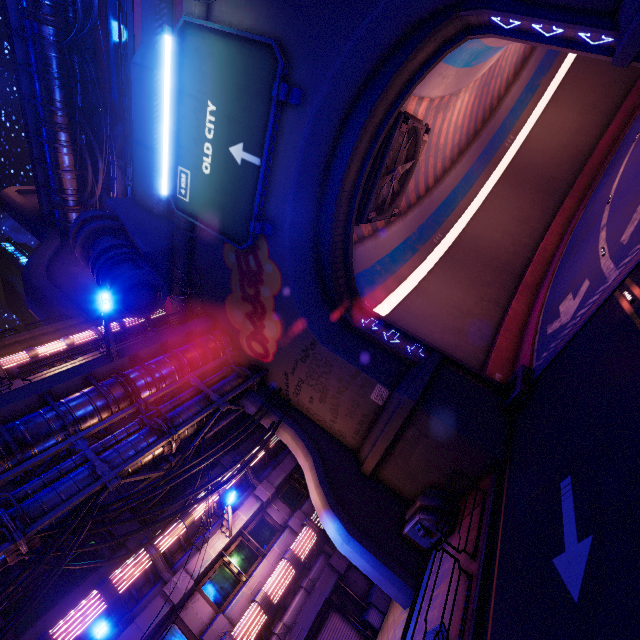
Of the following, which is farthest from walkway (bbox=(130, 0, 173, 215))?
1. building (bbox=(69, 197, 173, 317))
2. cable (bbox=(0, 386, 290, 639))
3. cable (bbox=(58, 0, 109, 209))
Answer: cable (bbox=(58, 0, 109, 209))

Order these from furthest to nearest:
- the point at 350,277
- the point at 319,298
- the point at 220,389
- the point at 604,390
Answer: the point at 350,277 < the point at 319,298 < the point at 220,389 < the point at 604,390

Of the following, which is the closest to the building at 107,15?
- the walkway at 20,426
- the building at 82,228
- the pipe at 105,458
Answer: the building at 82,228

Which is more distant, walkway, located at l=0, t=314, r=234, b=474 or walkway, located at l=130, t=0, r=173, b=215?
walkway, located at l=130, t=0, r=173, b=215

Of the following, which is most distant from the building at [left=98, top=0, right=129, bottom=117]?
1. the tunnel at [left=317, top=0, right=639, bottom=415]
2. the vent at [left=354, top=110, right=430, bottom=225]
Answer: the vent at [left=354, top=110, right=430, bottom=225]

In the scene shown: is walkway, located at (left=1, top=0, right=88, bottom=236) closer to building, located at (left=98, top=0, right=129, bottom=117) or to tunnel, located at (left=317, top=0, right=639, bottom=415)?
building, located at (left=98, top=0, right=129, bottom=117)

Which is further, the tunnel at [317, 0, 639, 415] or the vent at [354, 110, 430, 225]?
the vent at [354, 110, 430, 225]

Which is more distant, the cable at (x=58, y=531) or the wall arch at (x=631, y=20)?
the cable at (x=58, y=531)
